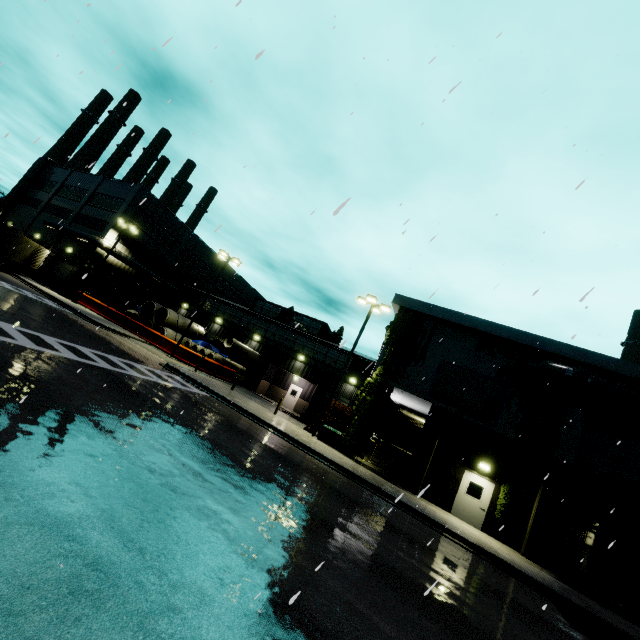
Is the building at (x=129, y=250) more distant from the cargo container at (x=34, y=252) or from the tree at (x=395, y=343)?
the cargo container at (x=34, y=252)

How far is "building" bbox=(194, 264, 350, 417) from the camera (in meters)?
32.06

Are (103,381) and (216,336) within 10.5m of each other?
no

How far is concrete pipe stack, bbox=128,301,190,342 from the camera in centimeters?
3130cm

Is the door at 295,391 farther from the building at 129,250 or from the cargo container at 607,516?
the cargo container at 607,516

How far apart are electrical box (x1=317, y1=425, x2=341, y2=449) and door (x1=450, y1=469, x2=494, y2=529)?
6.8 meters

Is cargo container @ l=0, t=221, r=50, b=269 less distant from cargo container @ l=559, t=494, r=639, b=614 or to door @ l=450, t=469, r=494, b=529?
cargo container @ l=559, t=494, r=639, b=614

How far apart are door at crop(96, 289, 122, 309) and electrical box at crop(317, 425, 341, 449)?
19.50m
